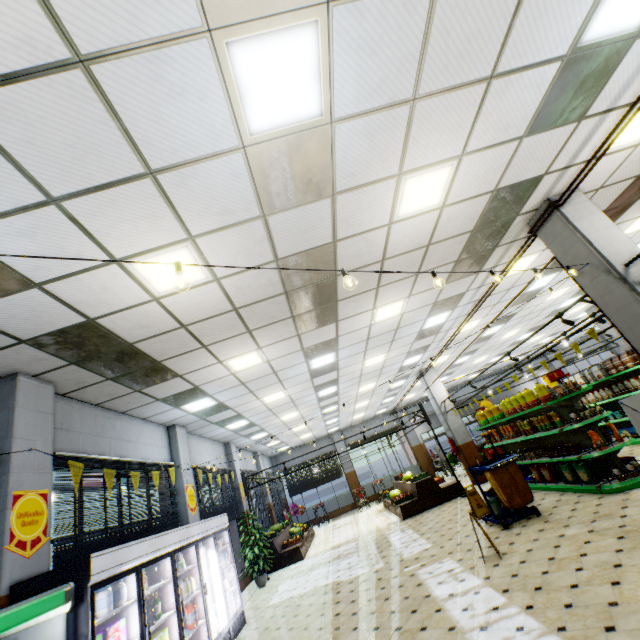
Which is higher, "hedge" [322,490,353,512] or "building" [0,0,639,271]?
"building" [0,0,639,271]

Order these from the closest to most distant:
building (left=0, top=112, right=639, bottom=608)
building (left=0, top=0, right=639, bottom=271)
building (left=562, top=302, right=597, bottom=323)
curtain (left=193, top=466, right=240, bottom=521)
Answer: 1. building (left=0, top=0, right=639, bottom=271)
2. building (left=0, top=112, right=639, bottom=608)
3. curtain (left=193, top=466, right=240, bottom=521)
4. building (left=562, top=302, right=597, bottom=323)

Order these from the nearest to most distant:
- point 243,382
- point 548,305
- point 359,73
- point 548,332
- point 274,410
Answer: point 359,73, point 243,382, point 274,410, point 548,305, point 548,332

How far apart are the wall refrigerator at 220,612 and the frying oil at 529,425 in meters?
8.1

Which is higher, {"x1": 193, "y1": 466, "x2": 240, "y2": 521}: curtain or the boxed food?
{"x1": 193, "y1": 466, "x2": 240, "y2": 521}: curtain

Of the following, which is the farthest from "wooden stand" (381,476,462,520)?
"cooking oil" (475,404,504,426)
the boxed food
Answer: the boxed food

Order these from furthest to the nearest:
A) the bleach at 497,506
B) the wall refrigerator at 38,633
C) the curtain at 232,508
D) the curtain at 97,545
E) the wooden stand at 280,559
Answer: the wooden stand at 280,559, the curtain at 232,508, the bleach at 497,506, the curtain at 97,545, the wall refrigerator at 38,633

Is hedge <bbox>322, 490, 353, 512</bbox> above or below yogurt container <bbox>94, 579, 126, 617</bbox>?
below
